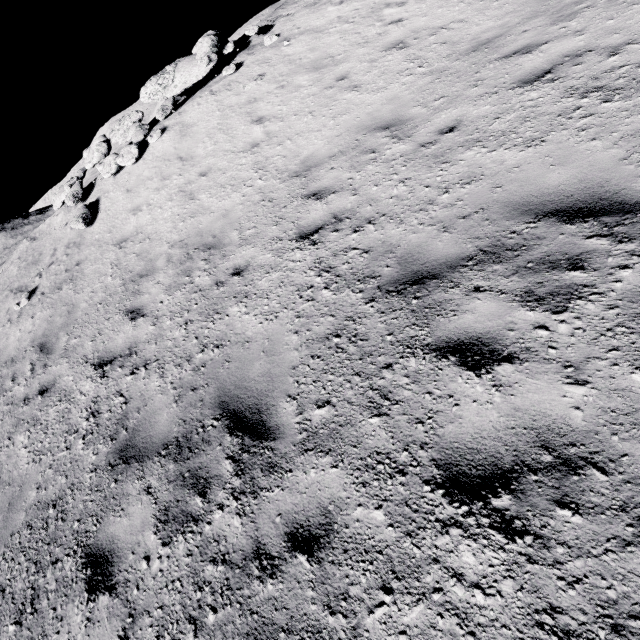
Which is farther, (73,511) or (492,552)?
(73,511)

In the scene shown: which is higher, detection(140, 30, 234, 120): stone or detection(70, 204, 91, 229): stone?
detection(140, 30, 234, 120): stone

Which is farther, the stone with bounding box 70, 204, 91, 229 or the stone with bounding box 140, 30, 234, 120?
the stone with bounding box 140, 30, 234, 120

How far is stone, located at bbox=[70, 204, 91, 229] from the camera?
9.38m

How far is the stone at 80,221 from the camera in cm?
938

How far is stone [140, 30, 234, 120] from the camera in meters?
10.8 m

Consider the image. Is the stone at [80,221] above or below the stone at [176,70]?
below
